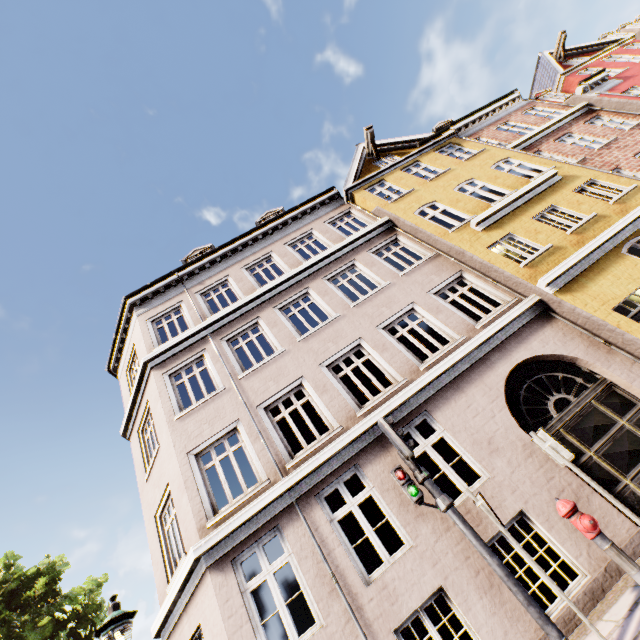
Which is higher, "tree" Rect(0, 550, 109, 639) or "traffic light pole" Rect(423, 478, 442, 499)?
"tree" Rect(0, 550, 109, 639)

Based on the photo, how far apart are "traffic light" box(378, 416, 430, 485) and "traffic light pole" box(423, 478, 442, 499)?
0.05m

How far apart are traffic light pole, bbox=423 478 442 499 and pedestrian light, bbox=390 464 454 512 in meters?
0.0

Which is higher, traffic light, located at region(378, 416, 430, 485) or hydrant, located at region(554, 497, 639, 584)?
traffic light, located at region(378, 416, 430, 485)

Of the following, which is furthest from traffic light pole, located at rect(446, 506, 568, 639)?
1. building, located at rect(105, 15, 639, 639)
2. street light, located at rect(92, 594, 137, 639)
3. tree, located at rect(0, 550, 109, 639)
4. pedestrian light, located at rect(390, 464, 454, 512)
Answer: tree, located at rect(0, 550, 109, 639)

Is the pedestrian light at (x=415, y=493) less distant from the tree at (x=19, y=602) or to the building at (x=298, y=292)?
the building at (x=298, y=292)

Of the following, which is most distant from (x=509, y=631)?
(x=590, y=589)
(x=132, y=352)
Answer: (x=132, y=352)

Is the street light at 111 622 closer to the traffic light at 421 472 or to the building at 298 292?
the building at 298 292
